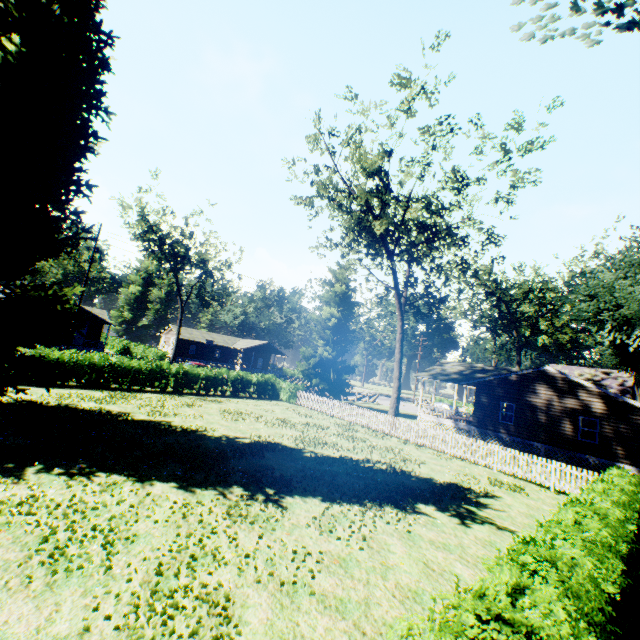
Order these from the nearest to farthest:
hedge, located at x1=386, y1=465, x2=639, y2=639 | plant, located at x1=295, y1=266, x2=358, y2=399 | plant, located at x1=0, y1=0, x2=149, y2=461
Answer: hedge, located at x1=386, y1=465, x2=639, y2=639 < plant, located at x1=0, y1=0, x2=149, y2=461 < plant, located at x1=295, y1=266, x2=358, y2=399

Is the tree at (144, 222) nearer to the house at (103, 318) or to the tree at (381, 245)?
the house at (103, 318)

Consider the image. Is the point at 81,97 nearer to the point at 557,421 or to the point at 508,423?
the point at 508,423

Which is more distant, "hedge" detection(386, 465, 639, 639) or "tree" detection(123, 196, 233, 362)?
"tree" detection(123, 196, 233, 362)

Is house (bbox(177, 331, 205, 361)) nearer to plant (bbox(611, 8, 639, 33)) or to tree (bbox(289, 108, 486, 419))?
plant (bbox(611, 8, 639, 33))

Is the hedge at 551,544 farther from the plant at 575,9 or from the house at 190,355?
the house at 190,355

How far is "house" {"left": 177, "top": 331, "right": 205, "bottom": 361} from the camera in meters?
57.6

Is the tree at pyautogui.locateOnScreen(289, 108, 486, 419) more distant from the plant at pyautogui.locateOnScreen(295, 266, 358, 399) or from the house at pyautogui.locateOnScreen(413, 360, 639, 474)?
the house at pyautogui.locateOnScreen(413, 360, 639, 474)
